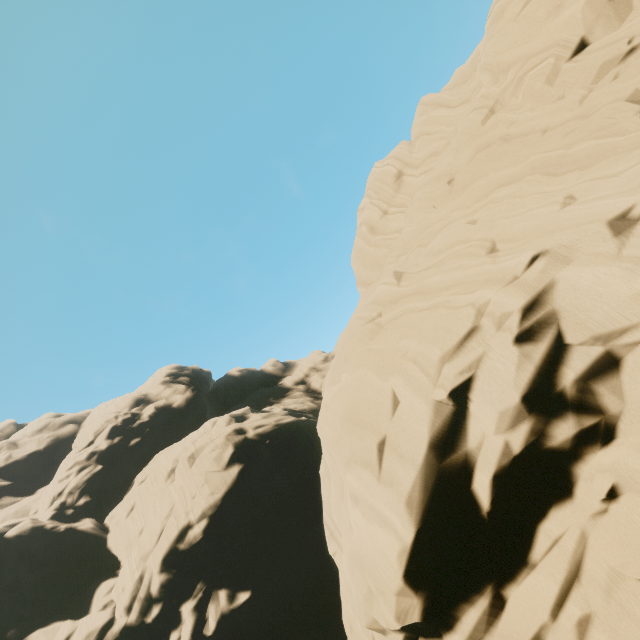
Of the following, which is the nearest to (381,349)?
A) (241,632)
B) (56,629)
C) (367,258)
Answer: (367,258)
